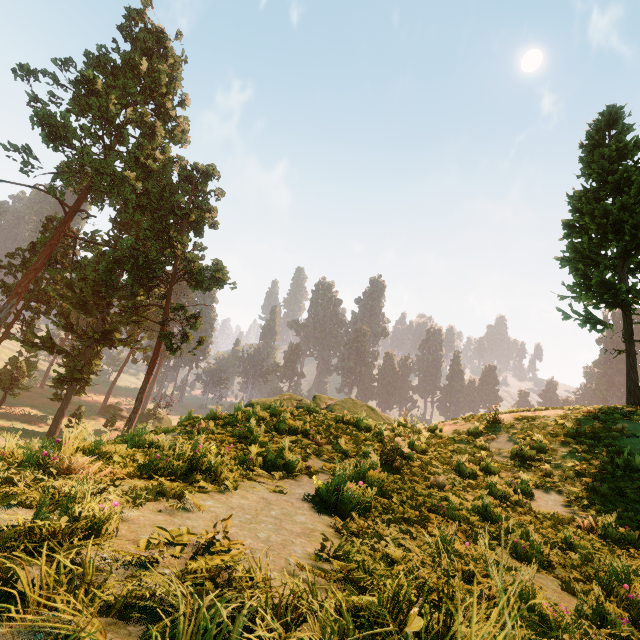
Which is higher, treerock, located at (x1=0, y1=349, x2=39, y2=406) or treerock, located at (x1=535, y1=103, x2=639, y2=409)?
treerock, located at (x1=535, y1=103, x2=639, y2=409)

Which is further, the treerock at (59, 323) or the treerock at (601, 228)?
the treerock at (59, 323)

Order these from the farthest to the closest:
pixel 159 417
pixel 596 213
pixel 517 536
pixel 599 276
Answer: pixel 159 417, pixel 596 213, pixel 599 276, pixel 517 536

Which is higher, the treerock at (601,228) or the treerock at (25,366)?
the treerock at (601,228)

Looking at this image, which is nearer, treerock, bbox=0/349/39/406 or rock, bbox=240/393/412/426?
rock, bbox=240/393/412/426

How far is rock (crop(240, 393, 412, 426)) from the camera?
11.0m

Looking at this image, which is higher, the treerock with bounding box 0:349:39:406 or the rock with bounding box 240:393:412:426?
the rock with bounding box 240:393:412:426

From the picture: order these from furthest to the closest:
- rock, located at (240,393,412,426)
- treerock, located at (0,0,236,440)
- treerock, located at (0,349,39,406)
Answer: treerock, located at (0,349,39,406)
treerock, located at (0,0,236,440)
rock, located at (240,393,412,426)
